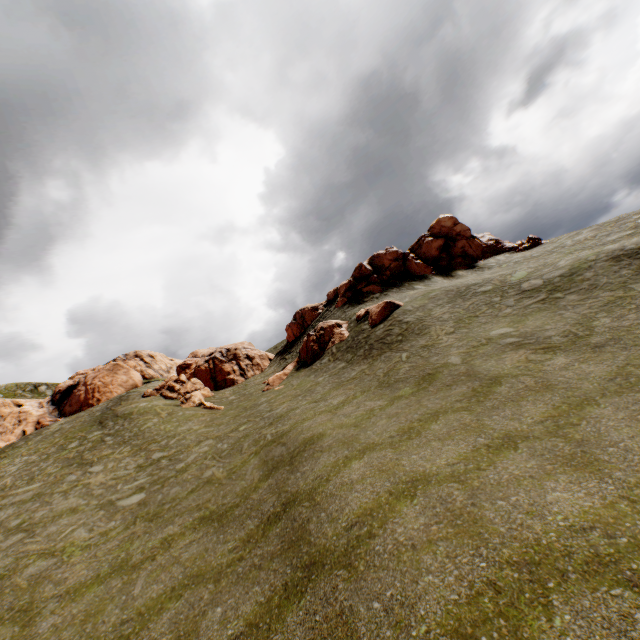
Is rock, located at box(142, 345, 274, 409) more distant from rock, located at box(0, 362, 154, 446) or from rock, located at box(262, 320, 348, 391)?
rock, located at box(0, 362, 154, 446)

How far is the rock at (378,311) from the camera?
26.1 meters

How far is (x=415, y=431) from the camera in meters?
10.9 m

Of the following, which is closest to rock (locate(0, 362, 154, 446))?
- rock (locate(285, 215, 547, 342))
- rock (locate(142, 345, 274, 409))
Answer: rock (locate(142, 345, 274, 409))

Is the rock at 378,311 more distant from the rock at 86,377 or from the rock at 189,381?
the rock at 86,377

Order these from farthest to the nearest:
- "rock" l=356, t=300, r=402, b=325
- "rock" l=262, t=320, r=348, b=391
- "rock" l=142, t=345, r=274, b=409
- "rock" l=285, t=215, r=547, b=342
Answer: "rock" l=285, t=215, r=547, b=342, "rock" l=142, t=345, r=274, b=409, "rock" l=262, t=320, r=348, b=391, "rock" l=356, t=300, r=402, b=325

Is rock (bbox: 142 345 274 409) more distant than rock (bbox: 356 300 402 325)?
Yes

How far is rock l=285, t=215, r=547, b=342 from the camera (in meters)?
36.00
